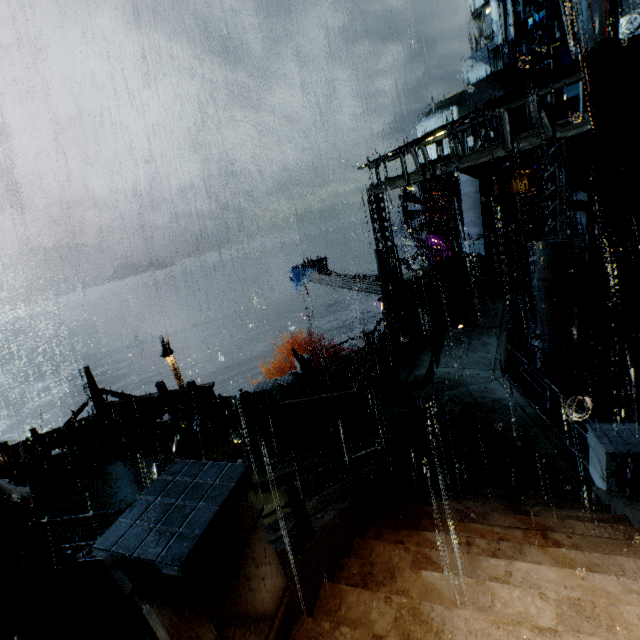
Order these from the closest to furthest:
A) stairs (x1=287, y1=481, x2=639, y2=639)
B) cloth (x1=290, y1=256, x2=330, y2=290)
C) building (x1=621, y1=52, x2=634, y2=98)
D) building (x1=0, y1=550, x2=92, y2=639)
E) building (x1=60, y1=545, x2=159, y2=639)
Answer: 1. building (x1=0, y1=550, x2=92, y2=639)
2. stairs (x1=287, y1=481, x2=639, y2=639)
3. building (x1=60, y1=545, x2=159, y2=639)
4. building (x1=621, y1=52, x2=634, y2=98)
5. cloth (x1=290, y1=256, x2=330, y2=290)

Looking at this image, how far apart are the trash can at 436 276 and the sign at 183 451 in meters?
13.2

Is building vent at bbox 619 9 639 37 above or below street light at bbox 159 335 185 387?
above

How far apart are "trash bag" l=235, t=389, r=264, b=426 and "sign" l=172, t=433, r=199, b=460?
1.7m

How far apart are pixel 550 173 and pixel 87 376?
17.8 meters

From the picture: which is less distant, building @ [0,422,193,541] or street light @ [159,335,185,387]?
building @ [0,422,193,541]

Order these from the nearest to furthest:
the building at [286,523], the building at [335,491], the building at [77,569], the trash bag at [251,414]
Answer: the building at [286,523]
the building at [335,491]
the building at [77,569]
the trash bag at [251,414]

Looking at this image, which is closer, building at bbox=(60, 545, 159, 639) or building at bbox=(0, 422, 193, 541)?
building at bbox=(0, 422, 193, 541)
